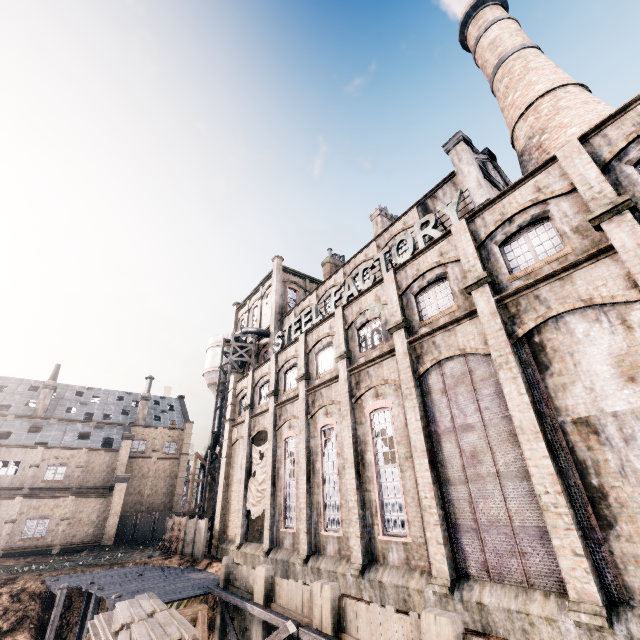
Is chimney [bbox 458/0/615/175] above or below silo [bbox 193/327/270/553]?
above

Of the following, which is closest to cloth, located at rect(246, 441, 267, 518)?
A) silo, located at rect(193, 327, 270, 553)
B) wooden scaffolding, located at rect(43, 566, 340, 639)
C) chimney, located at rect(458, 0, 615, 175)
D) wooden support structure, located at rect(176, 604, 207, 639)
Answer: wooden scaffolding, located at rect(43, 566, 340, 639)

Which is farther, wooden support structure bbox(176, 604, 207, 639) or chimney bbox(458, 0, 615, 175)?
chimney bbox(458, 0, 615, 175)

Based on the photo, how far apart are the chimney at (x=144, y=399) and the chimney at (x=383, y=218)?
43.74m

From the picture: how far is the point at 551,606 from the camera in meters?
9.0 m

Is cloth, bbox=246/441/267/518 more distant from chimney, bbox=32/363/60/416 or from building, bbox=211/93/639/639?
chimney, bbox=32/363/60/416

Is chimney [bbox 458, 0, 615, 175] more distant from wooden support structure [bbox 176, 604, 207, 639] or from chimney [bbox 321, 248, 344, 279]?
wooden support structure [bbox 176, 604, 207, 639]

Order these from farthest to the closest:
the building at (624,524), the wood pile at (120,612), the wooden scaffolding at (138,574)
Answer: Result:
1. the wooden scaffolding at (138,574)
2. the wood pile at (120,612)
3. the building at (624,524)
